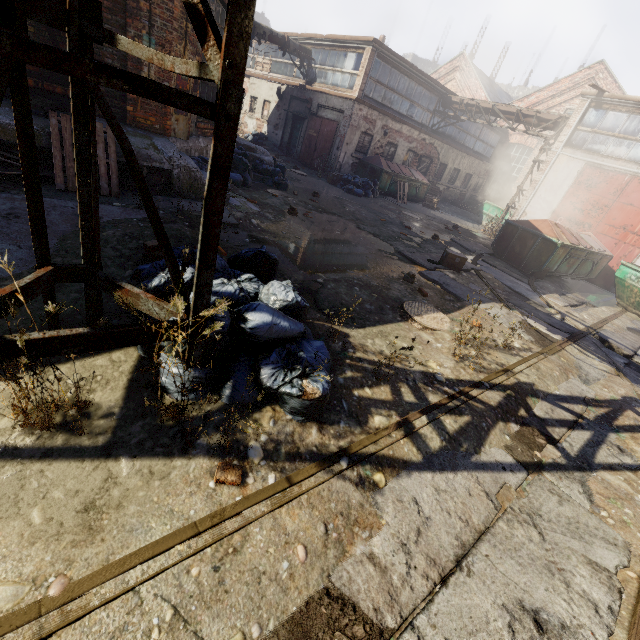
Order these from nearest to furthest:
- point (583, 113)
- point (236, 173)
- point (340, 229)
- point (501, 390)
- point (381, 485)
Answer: point (381, 485)
point (501, 390)
point (340, 229)
point (236, 173)
point (583, 113)

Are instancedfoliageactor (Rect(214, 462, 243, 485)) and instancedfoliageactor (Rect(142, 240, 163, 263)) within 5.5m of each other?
yes

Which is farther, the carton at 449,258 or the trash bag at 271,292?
the carton at 449,258

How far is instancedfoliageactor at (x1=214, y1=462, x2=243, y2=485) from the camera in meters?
2.0 m

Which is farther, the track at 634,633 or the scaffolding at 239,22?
the track at 634,633

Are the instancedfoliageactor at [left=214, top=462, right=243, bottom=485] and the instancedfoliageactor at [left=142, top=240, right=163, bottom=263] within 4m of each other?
yes

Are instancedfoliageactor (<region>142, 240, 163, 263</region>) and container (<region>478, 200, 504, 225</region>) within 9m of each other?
no

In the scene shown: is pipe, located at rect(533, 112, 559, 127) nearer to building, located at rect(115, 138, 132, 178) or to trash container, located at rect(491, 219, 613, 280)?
trash container, located at rect(491, 219, 613, 280)
